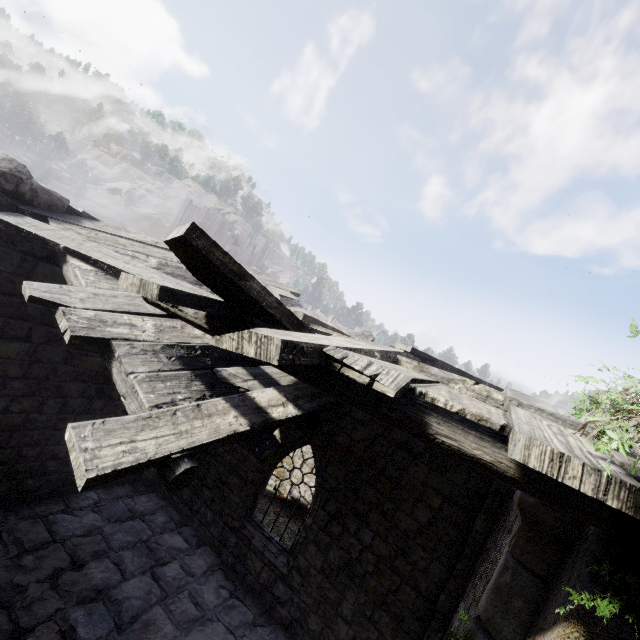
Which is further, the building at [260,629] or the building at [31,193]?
the building at [31,193]

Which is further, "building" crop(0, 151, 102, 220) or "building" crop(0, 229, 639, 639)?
"building" crop(0, 151, 102, 220)

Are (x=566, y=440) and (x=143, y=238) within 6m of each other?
no

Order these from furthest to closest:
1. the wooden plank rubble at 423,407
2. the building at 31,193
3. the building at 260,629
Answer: the building at 31,193 < the building at 260,629 < the wooden plank rubble at 423,407

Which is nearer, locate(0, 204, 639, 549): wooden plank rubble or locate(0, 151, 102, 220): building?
locate(0, 204, 639, 549): wooden plank rubble

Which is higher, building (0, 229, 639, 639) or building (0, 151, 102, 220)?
building (0, 151, 102, 220)

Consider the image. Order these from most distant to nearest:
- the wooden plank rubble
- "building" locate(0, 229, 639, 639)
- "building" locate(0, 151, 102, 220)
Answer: "building" locate(0, 151, 102, 220) → "building" locate(0, 229, 639, 639) → the wooden plank rubble
